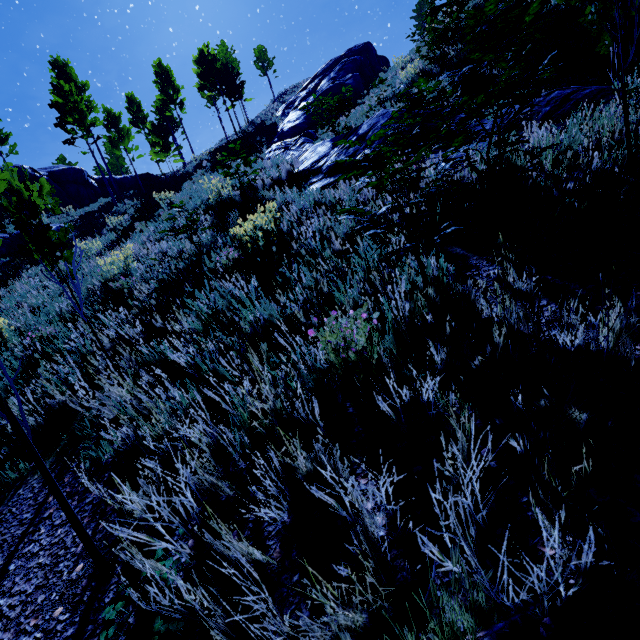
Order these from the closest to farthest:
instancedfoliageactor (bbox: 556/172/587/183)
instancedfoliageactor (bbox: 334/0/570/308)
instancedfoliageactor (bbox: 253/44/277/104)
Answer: instancedfoliageactor (bbox: 334/0/570/308), instancedfoliageactor (bbox: 556/172/587/183), instancedfoliageactor (bbox: 253/44/277/104)

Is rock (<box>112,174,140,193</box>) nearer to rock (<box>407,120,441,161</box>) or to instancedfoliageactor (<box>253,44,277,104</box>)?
instancedfoliageactor (<box>253,44,277,104</box>)

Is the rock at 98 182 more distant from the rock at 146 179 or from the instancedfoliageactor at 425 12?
the instancedfoliageactor at 425 12

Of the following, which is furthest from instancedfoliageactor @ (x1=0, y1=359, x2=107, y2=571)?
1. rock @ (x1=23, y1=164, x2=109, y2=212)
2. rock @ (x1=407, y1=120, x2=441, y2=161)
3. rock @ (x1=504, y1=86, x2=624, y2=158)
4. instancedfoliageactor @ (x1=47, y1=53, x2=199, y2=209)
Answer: instancedfoliageactor @ (x1=47, y1=53, x2=199, y2=209)

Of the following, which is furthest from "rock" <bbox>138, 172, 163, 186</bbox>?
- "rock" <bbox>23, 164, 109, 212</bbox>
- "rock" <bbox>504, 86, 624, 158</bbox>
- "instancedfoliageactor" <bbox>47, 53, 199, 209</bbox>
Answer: "rock" <bbox>504, 86, 624, 158</bbox>

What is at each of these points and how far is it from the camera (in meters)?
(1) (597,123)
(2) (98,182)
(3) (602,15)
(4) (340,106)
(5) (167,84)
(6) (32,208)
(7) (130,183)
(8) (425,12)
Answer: (1) rock, 3.93
(2) rock, 28.75
(3) instancedfoliageactor, 2.48
(4) instancedfoliageactor, 11.43
(5) instancedfoliageactor, 32.09
(6) instancedfoliageactor, 3.10
(7) rock, 31.53
(8) instancedfoliageactor, 11.20

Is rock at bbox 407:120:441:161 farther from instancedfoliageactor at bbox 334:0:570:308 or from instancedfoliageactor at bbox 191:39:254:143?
instancedfoliageactor at bbox 191:39:254:143

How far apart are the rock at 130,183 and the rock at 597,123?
34.72m
